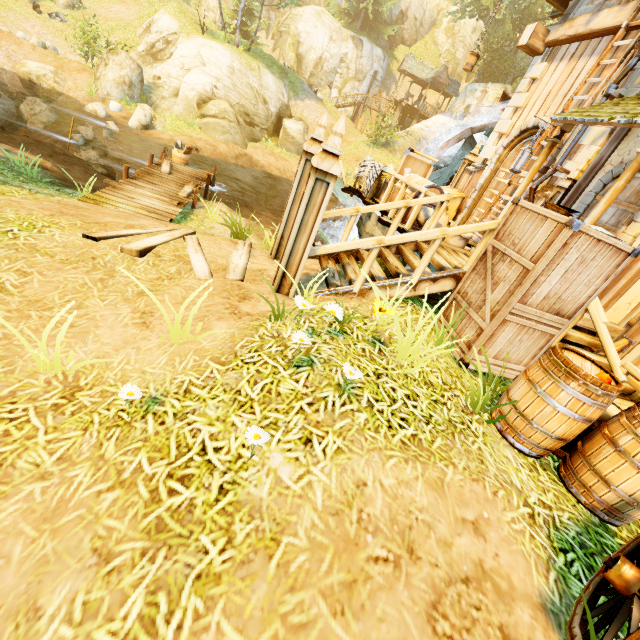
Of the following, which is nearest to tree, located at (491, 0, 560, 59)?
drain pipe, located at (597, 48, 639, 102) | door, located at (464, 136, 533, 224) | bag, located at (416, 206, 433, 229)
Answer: bag, located at (416, 206, 433, 229)

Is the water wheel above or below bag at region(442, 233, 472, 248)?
above

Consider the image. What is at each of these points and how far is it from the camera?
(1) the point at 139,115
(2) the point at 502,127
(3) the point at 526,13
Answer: (1) rock, 17.1m
(2) tower, 10.0m
(3) tree, 28.2m

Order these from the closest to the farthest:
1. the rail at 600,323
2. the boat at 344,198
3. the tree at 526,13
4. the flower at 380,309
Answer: the flower at 380,309 < the rail at 600,323 < the boat at 344,198 < the tree at 526,13

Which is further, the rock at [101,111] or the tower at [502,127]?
the rock at [101,111]

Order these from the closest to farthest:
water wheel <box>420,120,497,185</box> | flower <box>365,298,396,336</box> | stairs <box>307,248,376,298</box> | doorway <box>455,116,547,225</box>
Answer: flower <box>365,298,396,336</box> < stairs <box>307,248,376,298</box> < doorway <box>455,116,547,225</box> < water wheel <box>420,120,497,185</box>

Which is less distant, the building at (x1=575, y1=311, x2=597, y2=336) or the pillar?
the pillar

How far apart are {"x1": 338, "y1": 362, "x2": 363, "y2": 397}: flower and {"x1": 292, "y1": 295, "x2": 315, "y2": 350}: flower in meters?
0.7 m
